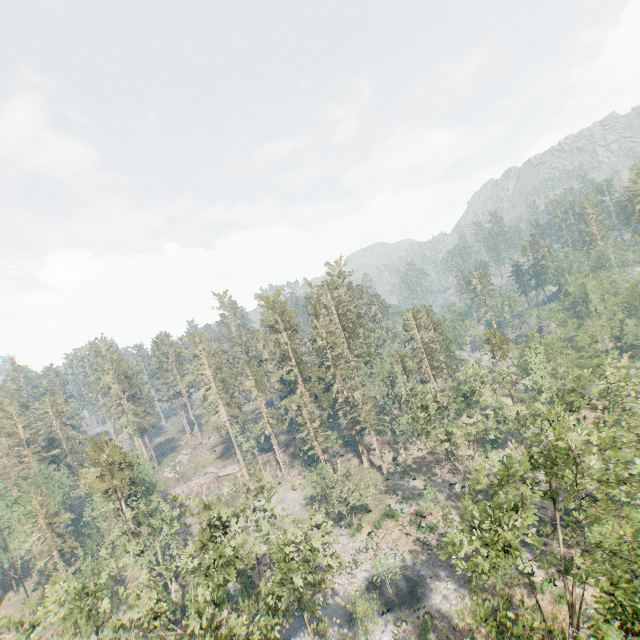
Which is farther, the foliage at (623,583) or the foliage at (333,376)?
the foliage at (333,376)

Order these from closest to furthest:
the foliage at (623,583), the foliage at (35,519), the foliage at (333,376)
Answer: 1. the foliage at (623,583)
2. the foliage at (35,519)
3. the foliage at (333,376)

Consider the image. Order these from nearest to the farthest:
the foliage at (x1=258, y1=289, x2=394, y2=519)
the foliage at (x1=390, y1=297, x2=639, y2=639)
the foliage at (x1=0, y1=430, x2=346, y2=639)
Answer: the foliage at (x1=390, y1=297, x2=639, y2=639) → the foliage at (x1=0, y1=430, x2=346, y2=639) → the foliage at (x1=258, y1=289, x2=394, y2=519)

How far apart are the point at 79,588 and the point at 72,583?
0.73m

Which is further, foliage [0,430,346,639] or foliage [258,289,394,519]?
foliage [258,289,394,519]

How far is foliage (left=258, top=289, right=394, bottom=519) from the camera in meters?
47.5 m
